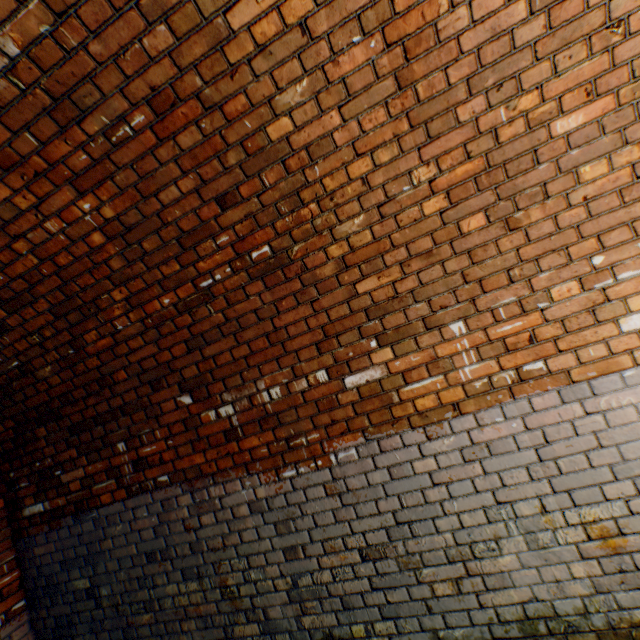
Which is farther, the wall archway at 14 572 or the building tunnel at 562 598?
the wall archway at 14 572

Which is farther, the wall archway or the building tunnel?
the wall archway

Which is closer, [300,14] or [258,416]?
[300,14]
